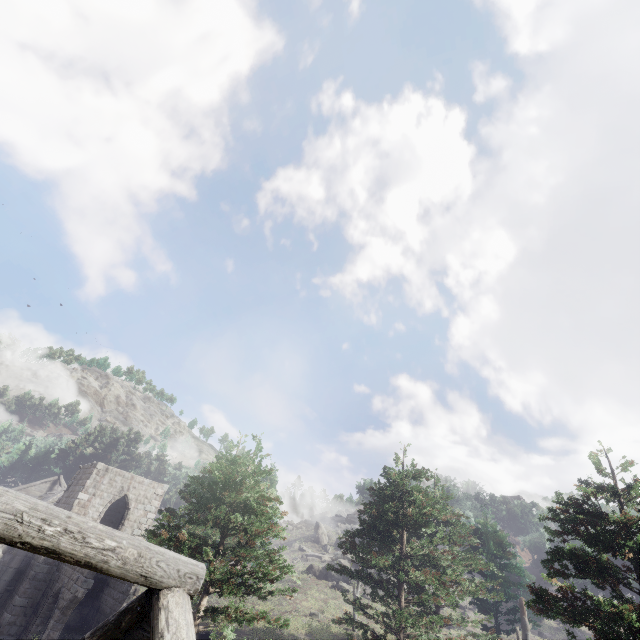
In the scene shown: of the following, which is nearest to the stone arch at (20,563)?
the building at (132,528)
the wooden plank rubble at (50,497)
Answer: the building at (132,528)

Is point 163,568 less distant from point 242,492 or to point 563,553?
point 242,492

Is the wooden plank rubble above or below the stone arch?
above

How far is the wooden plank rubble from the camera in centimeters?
2981cm

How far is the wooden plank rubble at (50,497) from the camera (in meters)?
29.81

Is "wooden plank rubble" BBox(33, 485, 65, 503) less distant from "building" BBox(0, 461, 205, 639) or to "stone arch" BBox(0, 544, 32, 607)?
"stone arch" BBox(0, 544, 32, 607)
